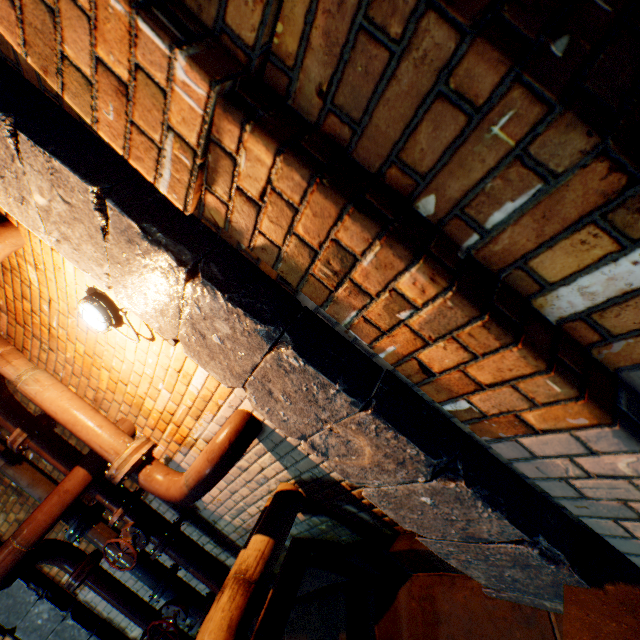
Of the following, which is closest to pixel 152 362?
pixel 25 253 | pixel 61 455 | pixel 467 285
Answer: pixel 25 253

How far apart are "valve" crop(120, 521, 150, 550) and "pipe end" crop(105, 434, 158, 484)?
0.73m

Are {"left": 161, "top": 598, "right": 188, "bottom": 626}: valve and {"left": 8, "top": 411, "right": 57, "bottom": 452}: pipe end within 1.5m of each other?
no

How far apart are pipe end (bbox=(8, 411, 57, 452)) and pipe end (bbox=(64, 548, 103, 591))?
1.39m

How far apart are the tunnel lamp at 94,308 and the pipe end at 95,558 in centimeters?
301cm

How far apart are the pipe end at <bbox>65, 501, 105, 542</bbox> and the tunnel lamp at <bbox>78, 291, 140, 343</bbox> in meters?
2.4

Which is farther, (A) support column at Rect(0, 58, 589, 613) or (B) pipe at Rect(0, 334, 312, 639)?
(B) pipe at Rect(0, 334, 312, 639)

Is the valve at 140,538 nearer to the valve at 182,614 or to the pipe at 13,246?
the pipe at 13,246
